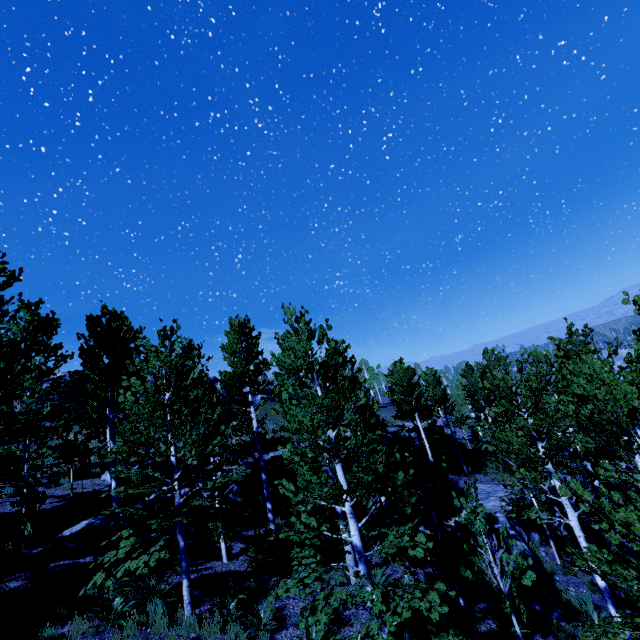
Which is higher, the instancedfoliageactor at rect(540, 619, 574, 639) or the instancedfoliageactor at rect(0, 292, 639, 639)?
the instancedfoliageactor at rect(0, 292, 639, 639)

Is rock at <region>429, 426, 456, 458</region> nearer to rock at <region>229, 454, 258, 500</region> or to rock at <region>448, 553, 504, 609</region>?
rock at <region>229, 454, 258, 500</region>

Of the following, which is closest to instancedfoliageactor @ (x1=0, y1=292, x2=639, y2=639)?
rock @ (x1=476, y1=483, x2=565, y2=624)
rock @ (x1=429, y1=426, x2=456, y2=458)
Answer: rock @ (x1=429, y1=426, x2=456, y2=458)

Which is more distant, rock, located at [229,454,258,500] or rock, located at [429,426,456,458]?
rock, located at [429,426,456,458]

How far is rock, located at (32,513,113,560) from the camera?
11.6m

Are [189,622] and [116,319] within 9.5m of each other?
no

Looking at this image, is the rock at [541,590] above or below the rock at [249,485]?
below

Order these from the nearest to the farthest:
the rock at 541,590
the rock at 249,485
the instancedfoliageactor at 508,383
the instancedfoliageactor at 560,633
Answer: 1. the instancedfoliageactor at 508,383
2. the instancedfoliageactor at 560,633
3. the rock at 541,590
4. the rock at 249,485
